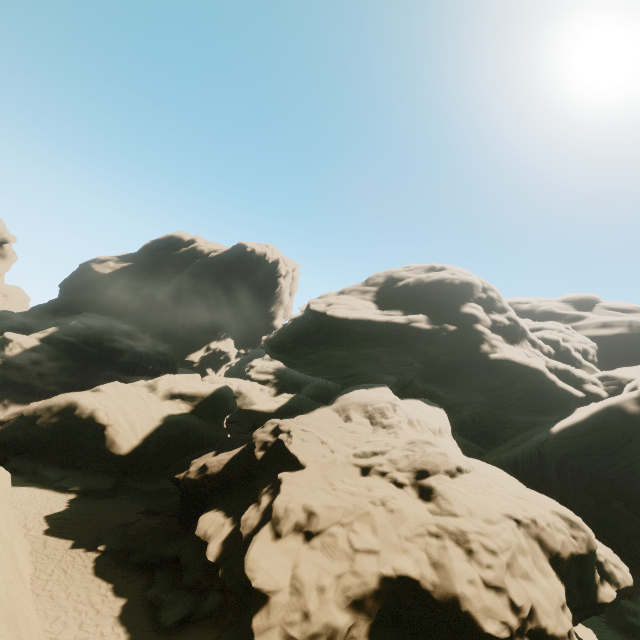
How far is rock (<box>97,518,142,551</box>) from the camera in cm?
1511

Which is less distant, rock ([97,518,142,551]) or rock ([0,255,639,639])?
rock ([0,255,639,639])

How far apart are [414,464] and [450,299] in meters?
24.1 m

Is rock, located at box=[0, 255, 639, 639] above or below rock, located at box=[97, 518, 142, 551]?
above

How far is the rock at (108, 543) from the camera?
15.11m

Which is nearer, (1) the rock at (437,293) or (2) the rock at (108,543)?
(1) the rock at (437,293)
